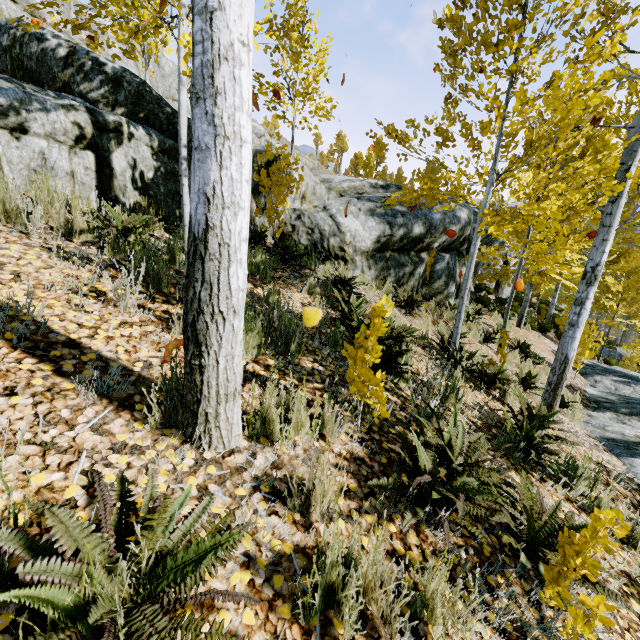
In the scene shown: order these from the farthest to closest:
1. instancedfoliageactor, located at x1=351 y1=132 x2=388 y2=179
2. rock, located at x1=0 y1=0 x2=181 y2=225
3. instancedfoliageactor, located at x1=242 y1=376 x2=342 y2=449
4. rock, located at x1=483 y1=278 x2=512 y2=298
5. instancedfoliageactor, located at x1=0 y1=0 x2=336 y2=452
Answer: rock, located at x1=483 y1=278 x2=512 y2=298
instancedfoliageactor, located at x1=351 y1=132 x2=388 y2=179
rock, located at x1=0 y1=0 x2=181 y2=225
instancedfoliageactor, located at x1=242 y1=376 x2=342 y2=449
instancedfoliageactor, located at x1=0 y1=0 x2=336 y2=452

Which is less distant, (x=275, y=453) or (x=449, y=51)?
(x=275, y=453)

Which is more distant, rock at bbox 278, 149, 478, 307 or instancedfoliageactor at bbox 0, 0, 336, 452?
rock at bbox 278, 149, 478, 307

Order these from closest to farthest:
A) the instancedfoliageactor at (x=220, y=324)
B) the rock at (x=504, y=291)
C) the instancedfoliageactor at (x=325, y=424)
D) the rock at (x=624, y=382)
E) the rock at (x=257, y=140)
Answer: the instancedfoliageactor at (x=220, y=324), the instancedfoliageactor at (x=325, y=424), the rock at (x=624, y=382), the rock at (x=257, y=140), the rock at (x=504, y=291)

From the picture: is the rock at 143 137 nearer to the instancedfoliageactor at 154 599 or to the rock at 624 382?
the instancedfoliageactor at 154 599

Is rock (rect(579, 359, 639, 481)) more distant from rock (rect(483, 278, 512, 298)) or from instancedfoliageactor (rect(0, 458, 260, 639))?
rock (rect(483, 278, 512, 298))
